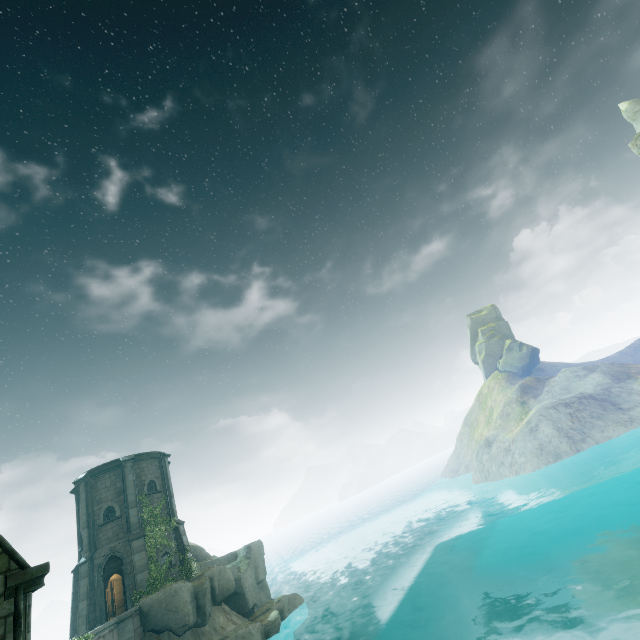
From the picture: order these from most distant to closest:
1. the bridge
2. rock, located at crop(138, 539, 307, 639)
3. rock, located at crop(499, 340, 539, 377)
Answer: rock, located at crop(499, 340, 539, 377) → rock, located at crop(138, 539, 307, 639) → the bridge

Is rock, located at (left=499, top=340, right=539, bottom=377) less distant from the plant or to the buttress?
the plant

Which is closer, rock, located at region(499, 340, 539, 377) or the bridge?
the bridge

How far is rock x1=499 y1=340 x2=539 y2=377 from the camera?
56.1 meters

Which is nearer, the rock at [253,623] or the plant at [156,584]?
the rock at [253,623]

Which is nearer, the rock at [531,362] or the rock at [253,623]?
the rock at [253,623]

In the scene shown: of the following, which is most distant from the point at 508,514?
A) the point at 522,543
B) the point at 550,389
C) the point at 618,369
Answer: the point at 618,369
